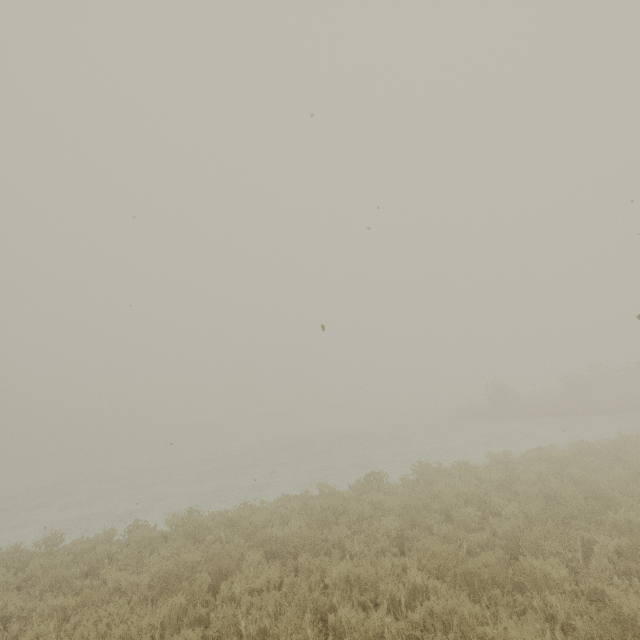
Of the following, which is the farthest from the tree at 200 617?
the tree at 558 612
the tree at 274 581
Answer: the tree at 558 612

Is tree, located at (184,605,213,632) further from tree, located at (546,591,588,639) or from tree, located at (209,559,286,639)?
tree, located at (546,591,588,639)

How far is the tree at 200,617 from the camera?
5.4m

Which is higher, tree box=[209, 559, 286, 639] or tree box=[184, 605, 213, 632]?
tree box=[209, 559, 286, 639]

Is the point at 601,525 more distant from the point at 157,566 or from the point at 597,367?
the point at 597,367

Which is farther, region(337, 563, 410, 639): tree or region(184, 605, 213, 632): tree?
region(184, 605, 213, 632): tree

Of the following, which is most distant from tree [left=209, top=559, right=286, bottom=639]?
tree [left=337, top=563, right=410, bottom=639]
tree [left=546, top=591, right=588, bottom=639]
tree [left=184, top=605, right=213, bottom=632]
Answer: tree [left=546, top=591, right=588, bottom=639]

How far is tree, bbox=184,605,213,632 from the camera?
5.4 meters
